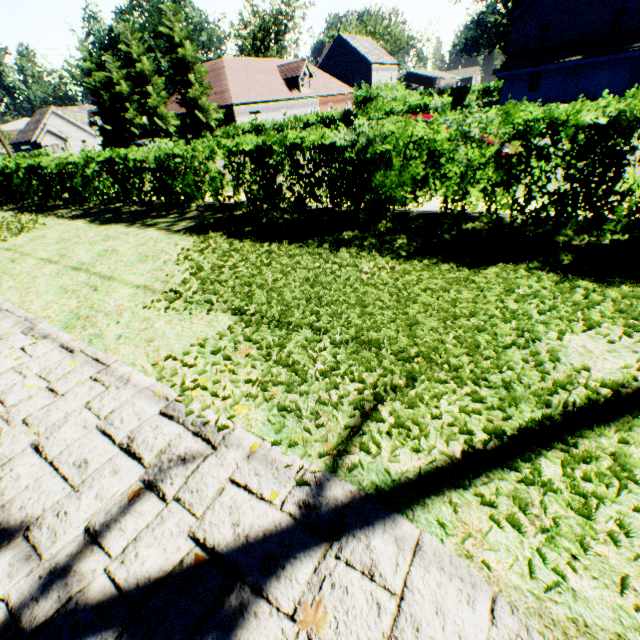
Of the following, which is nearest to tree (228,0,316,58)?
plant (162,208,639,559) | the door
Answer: plant (162,208,639,559)

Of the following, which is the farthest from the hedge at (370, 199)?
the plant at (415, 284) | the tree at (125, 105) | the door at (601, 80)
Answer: the door at (601, 80)

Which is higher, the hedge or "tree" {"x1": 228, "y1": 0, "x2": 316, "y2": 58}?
"tree" {"x1": 228, "y1": 0, "x2": 316, "y2": 58}

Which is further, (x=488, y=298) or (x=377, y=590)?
(x=488, y=298)

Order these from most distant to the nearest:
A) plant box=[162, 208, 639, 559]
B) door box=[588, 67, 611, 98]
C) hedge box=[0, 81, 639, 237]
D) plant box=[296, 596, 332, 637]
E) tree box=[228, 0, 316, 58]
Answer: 1. tree box=[228, 0, 316, 58]
2. door box=[588, 67, 611, 98]
3. hedge box=[0, 81, 639, 237]
4. plant box=[162, 208, 639, 559]
5. plant box=[296, 596, 332, 637]

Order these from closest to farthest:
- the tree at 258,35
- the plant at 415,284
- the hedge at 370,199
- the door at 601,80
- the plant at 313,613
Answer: the plant at 313,613
the plant at 415,284
the hedge at 370,199
the door at 601,80
the tree at 258,35

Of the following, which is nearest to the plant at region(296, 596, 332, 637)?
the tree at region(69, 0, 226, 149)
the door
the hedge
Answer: the tree at region(69, 0, 226, 149)
